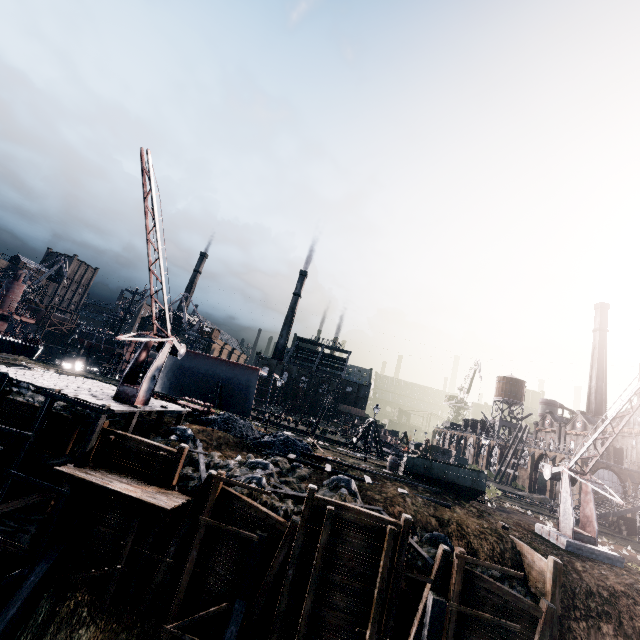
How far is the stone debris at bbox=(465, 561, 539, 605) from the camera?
14.51m

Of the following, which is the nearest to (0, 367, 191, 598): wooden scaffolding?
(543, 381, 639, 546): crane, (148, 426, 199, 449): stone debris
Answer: (148, 426, 199, 449): stone debris

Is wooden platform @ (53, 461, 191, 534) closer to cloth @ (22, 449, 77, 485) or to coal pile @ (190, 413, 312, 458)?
cloth @ (22, 449, 77, 485)

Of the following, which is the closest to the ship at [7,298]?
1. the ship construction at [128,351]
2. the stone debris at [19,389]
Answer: the ship construction at [128,351]

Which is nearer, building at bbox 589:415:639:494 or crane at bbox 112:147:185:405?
crane at bbox 112:147:185:405

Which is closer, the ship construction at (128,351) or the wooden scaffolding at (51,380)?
the wooden scaffolding at (51,380)

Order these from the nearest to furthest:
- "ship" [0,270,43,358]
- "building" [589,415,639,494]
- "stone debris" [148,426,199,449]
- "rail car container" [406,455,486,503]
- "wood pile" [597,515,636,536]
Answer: "stone debris" [148,426,199,449], "rail car container" [406,455,486,503], "wood pile" [597,515,636,536], "ship" [0,270,43,358], "building" [589,415,639,494]

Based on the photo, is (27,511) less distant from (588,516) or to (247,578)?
(247,578)
